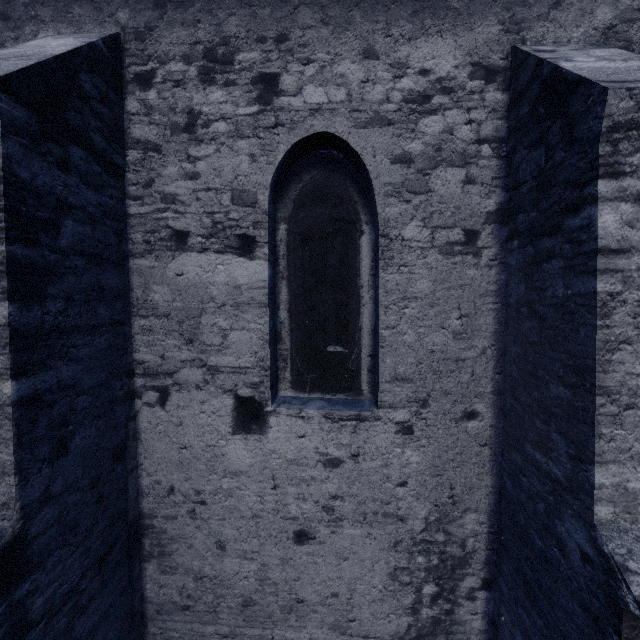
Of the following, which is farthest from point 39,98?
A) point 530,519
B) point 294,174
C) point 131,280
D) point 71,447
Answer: point 530,519
